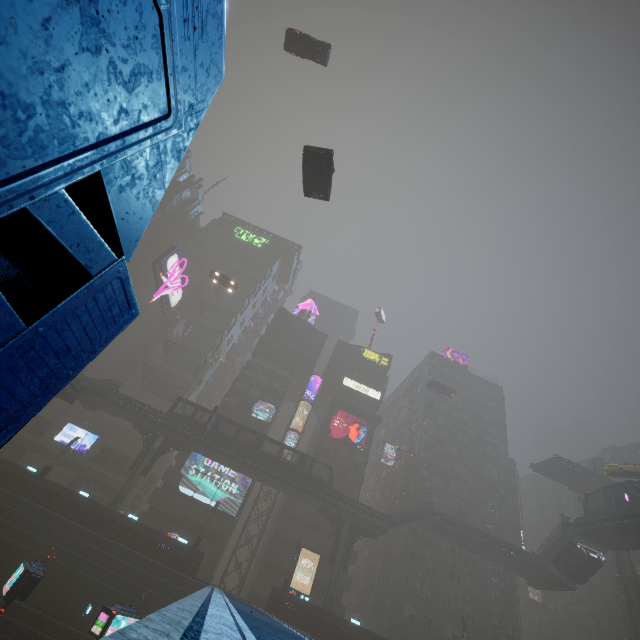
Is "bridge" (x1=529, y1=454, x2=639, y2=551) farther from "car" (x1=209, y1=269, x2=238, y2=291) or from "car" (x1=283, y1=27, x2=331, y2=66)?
"car" (x1=283, y1=27, x2=331, y2=66)

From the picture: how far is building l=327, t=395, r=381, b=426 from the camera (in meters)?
57.16

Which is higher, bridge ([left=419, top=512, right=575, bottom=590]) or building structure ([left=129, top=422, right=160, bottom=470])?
bridge ([left=419, top=512, right=575, bottom=590])

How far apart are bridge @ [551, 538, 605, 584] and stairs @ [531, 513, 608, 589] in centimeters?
0cm

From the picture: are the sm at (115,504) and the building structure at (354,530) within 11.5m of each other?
no

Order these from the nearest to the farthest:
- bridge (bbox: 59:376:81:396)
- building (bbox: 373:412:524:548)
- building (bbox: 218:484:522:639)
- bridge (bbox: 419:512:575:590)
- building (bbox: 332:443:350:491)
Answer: bridge (bbox: 59:376:81:396) → building (bbox: 218:484:522:639) → bridge (bbox: 419:512:575:590) → building (bbox: 332:443:350:491) → building (bbox: 373:412:524:548)

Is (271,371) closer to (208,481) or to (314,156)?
(208,481)

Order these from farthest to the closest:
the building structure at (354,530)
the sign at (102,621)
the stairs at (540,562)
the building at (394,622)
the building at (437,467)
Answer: the building at (437,467) → the building structure at (354,530) → the stairs at (540,562) → the building at (394,622) → the sign at (102,621)
